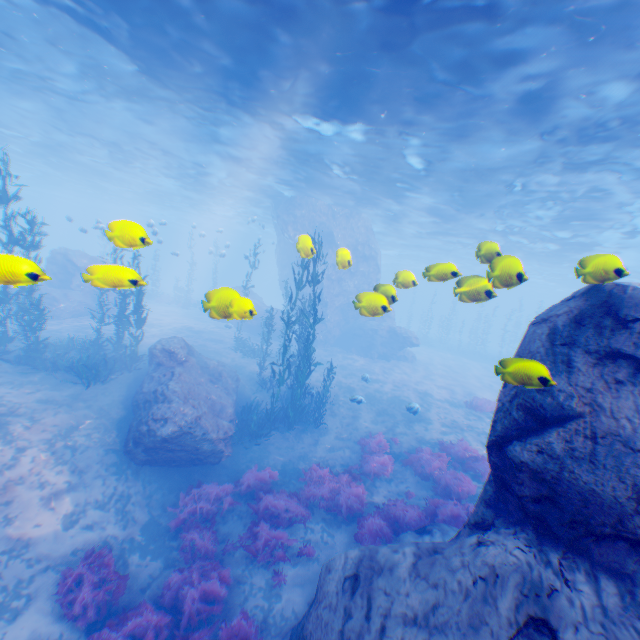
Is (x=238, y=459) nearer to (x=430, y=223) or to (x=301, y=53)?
(x=301, y=53)

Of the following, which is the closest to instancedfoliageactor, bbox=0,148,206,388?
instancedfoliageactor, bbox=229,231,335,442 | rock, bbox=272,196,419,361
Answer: rock, bbox=272,196,419,361

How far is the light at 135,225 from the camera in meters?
4.5

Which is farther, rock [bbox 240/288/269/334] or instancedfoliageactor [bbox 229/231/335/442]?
instancedfoliageactor [bbox 229/231/335/442]

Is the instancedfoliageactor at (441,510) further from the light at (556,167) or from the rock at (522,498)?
the light at (556,167)

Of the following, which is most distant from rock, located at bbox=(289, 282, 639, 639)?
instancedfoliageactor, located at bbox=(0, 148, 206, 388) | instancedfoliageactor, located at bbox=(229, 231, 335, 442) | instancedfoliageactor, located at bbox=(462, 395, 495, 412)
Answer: instancedfoliageactor, located at bbox=(462, 395, 495, 412)

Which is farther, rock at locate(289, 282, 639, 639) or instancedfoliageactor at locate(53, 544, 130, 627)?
instancedfoliageactor at locate(53, 544, 130, 627)

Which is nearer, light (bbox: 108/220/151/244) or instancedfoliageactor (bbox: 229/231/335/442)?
light (bbox: 108/220/151/244)
